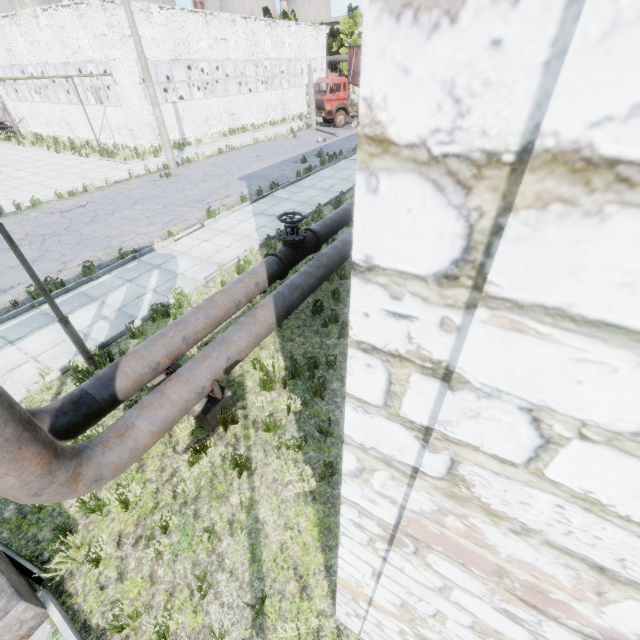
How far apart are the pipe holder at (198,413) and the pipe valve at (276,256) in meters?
3.0 m

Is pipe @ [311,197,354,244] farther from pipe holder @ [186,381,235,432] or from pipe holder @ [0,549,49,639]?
pipe holder @ [0,549,49,639]

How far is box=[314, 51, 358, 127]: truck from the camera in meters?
27.7

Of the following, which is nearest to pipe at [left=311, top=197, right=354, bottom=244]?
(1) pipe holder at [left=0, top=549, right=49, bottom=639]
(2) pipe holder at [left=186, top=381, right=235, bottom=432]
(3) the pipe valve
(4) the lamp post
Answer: (3) the pipe valve

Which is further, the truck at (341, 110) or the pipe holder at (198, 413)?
the truck at (341, 110)

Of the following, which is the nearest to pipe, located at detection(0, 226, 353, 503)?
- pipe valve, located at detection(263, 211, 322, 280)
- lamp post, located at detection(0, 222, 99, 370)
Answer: pipe valve, located at detection(263, 211, 322, 280)

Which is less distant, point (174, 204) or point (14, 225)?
point (14, 225)

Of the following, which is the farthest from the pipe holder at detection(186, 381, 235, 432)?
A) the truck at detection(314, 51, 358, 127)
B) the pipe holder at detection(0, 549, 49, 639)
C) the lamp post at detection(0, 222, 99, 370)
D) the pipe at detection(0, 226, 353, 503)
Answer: the truck at detection(314, 51, 358, 127)
